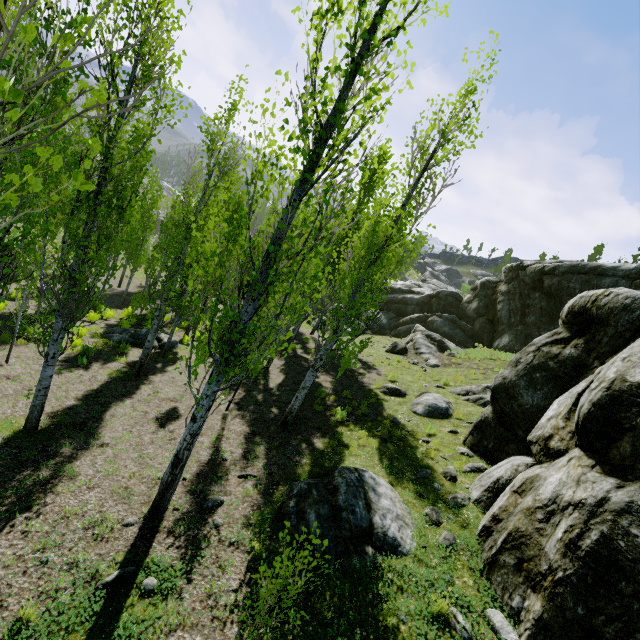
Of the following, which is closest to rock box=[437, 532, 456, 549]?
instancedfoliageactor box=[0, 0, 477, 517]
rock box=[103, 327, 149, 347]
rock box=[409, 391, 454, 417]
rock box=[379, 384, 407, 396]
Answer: instancedfoliageactor box=[0, 0, 477, 517]

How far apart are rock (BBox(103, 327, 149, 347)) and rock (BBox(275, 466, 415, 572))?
11.58m

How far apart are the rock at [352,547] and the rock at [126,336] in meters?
11.6 m

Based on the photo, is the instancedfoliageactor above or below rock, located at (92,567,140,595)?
above

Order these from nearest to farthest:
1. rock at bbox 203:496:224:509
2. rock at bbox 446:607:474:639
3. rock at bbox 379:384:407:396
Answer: rock at bbox 446:607:474:639 → rock at bbox 203:496:224:509 → rock at bbox 379:384:407:396

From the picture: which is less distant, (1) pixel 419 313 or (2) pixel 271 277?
(2) pixel 271 277

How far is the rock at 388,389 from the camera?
13.5m

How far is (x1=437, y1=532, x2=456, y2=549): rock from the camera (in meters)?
5.70
